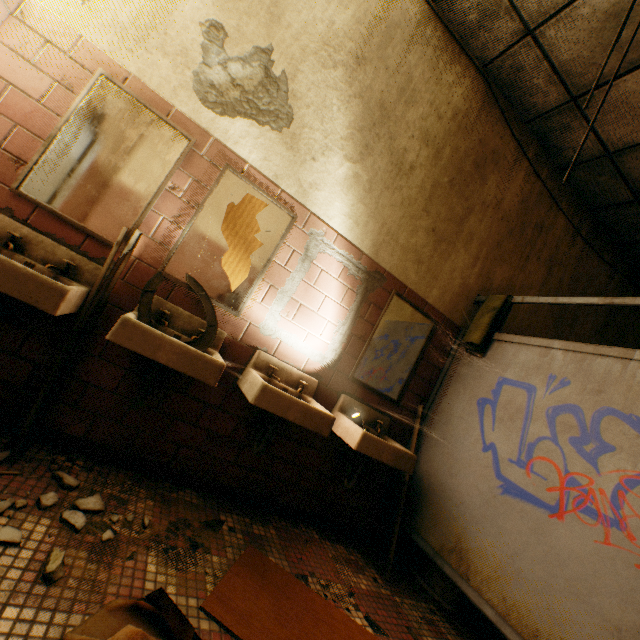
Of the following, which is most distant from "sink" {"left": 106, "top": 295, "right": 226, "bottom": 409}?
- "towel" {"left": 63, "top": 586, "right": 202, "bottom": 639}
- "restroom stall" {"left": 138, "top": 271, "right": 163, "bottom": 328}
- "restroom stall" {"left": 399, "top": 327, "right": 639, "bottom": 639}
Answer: "restroom stall" {"left": 399, "top": 327, "right": 639, "bottom": 639}

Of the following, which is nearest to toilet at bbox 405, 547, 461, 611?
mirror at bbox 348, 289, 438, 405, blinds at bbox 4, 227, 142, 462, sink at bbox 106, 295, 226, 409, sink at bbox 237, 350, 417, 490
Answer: mirror at bbox 348, 289, 438, 405

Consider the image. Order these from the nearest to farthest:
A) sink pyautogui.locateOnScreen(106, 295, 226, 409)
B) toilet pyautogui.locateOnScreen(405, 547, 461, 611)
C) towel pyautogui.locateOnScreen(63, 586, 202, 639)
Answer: towel pyautogui.locateOnScreen(63, 586, 202, 639), sink pyautogui.locateOnScreen(106, 295, 226, 409), toilet pyautogui.locateOnScreen(405, 547, 461, 611)

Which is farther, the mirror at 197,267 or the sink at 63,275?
the mirror at 197,267

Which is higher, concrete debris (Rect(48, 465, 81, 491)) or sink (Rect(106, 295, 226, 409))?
sink (Rect(106, 295, 226, 409))

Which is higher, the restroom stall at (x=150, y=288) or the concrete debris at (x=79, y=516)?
the restroom stall at (x=150, y=288)

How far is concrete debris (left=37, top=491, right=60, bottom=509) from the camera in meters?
1.3 m

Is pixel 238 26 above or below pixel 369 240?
above
